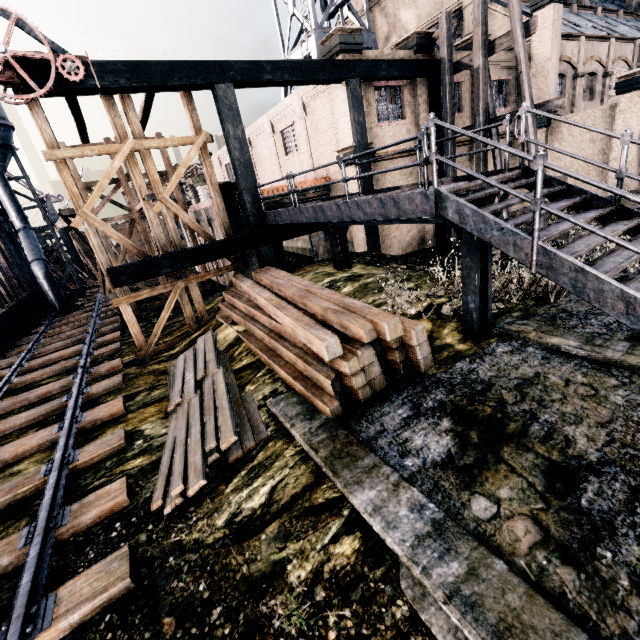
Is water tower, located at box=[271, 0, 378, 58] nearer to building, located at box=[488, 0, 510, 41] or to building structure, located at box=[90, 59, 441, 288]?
building, located at box=[488, 0, 510, 41]

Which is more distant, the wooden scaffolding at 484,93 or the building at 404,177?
the building at 404,177

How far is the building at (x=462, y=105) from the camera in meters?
18.5 m

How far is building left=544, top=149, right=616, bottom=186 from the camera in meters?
18.6 m

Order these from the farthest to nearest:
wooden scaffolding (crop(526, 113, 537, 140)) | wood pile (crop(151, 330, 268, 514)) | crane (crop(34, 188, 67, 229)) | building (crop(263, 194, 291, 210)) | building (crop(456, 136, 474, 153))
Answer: crane (crop(34, 188, 67, 229))
building (crop(456, 136, 474, 153))
building (crop(263, 194, 291, 210))
wooden scaffolding (crop(526, 113, 537, 140))
wood pile (crop(151, 330, 268, 514))

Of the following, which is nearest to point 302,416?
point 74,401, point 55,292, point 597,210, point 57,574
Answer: point 57,574
